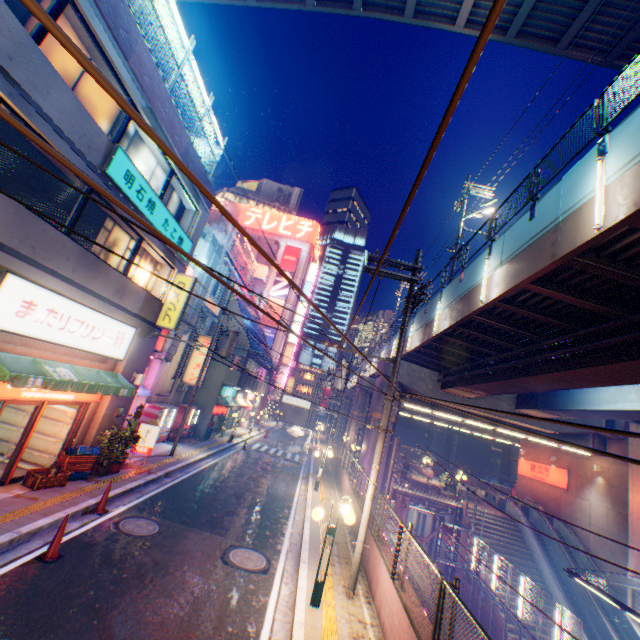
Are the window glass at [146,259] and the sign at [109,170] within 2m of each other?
yes

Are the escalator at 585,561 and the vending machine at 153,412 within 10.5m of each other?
no

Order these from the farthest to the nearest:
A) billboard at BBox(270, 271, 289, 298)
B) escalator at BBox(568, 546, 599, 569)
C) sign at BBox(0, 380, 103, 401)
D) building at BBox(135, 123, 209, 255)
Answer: billboard at BBox(270, 271, 289, 298) → escalator at BBox(568, 546, 599, 569) → building at BBox(135, 123, 209, 255) → sign at BBox(0, 380, 103, 401)

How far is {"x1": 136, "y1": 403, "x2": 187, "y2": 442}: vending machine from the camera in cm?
1772

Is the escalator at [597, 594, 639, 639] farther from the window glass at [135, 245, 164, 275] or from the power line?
the window glass at [135, 245, 164, 275]

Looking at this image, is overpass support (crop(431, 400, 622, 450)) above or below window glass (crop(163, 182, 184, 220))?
below

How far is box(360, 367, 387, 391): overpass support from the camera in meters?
24.0

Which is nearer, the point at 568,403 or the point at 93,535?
the point at 93,535
